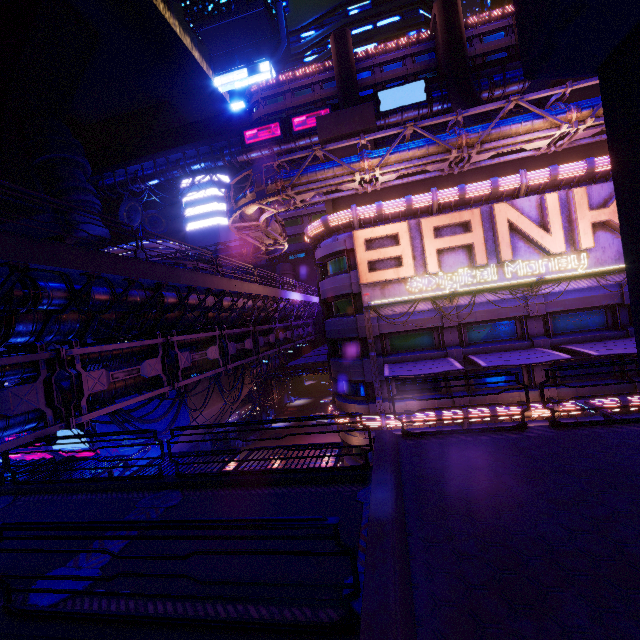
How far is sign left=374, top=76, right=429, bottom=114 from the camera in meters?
44.3

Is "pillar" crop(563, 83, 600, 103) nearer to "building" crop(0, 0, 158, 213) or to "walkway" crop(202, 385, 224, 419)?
"walkway" crop(202, 385, 224, 419)

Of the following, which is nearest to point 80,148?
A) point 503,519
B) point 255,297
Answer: point 255,297

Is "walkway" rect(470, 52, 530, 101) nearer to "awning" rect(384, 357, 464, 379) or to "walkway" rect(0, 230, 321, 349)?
"walkway" rect(0, 230, 321, 349)

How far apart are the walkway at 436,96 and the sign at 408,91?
0.1m

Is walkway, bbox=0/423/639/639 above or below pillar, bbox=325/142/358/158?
below

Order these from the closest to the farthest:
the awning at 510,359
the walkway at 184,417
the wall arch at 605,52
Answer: Answer:
1. the wall arch at 605,52
2. the awning at 510,359
3. the walkway at 184,417

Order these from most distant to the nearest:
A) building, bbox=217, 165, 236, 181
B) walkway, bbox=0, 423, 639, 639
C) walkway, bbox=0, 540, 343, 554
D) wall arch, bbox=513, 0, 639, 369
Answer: →
building, bbox=217, 165, 236, 181
walkway, bbox=0, 540, 343, 554
walkway, bbox=0, 423, 639, 639
wall arch, bbox=513, 0, 639, 369
